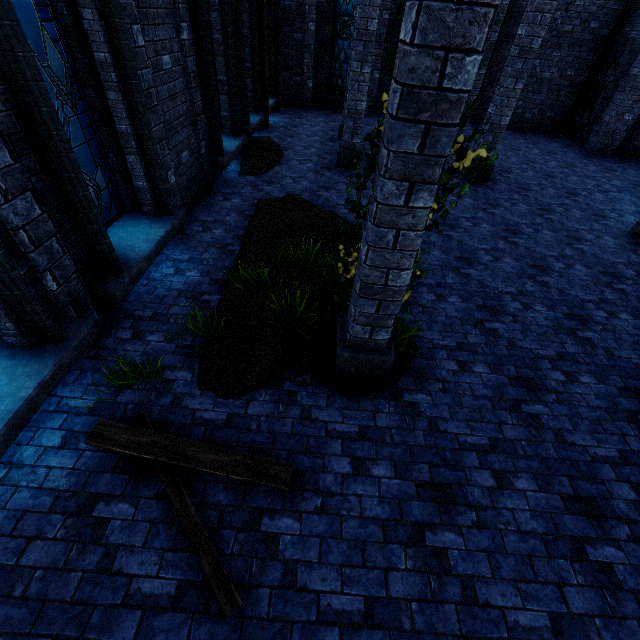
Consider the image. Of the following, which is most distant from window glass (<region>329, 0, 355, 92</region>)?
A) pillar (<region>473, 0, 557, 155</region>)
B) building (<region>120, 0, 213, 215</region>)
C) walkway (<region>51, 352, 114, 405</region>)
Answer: walkway (<region>51, 352, 114, 405</region>)

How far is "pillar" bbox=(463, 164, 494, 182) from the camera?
9.58m

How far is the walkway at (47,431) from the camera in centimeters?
327cm

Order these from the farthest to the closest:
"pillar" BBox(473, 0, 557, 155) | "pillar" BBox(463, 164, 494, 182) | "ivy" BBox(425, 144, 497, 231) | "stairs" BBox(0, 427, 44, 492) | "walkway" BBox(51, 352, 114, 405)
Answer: "pillar" BBox(463, 164, 494, 182)
"pillar" BBox(473, 0, 557, 155)
"walkway" BBox(51, 352, 114, 405)
"stairs" BBox(0, 427, 44, 492)
"ivy" BBox(425, 144, 497, 231)

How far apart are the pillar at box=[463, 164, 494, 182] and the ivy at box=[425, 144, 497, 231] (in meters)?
7.90

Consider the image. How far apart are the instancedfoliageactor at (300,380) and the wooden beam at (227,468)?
0.76m

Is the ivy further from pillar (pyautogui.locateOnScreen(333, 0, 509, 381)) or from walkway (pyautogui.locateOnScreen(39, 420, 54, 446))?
walkway (pyautogui.locateOnScreen(39, 420, 54, 446))

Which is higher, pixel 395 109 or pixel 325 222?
pixel 395 109
